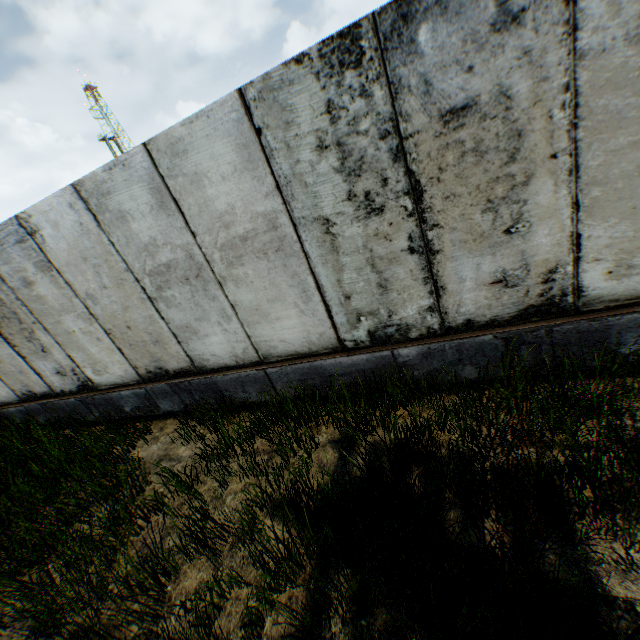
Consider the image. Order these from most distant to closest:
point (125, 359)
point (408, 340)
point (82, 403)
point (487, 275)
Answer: point (82, 403)
point (125, 359)
point (408, 340)
point (487, 275)
